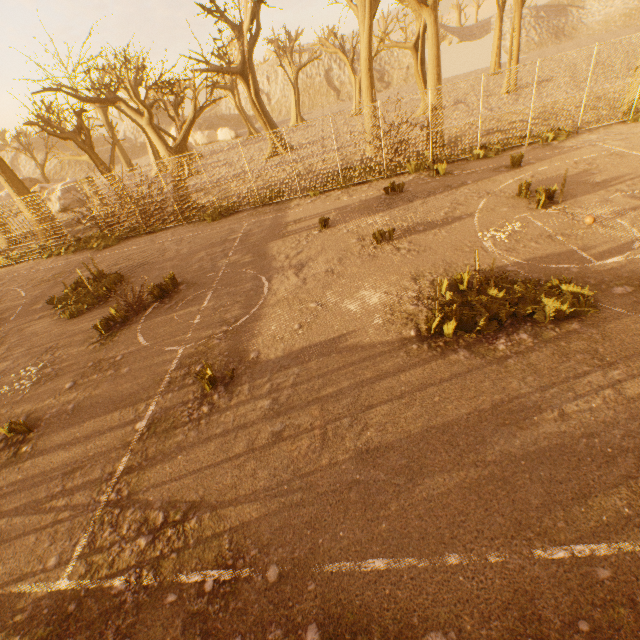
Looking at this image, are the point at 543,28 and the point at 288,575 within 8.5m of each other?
no

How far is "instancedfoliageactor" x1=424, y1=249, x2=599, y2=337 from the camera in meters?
5.7

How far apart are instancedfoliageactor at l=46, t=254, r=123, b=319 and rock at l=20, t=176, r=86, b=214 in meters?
22.4 m

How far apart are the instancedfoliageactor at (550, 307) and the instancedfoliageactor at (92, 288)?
11.89m

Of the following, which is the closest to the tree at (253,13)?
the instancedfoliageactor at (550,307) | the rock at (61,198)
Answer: the rock at (61,198)

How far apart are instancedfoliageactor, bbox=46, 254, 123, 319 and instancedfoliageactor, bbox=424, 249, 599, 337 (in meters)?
11.89

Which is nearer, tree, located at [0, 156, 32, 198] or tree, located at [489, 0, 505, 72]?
tree, located at [0, 156, 32, 198]

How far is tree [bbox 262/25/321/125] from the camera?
36.2m
